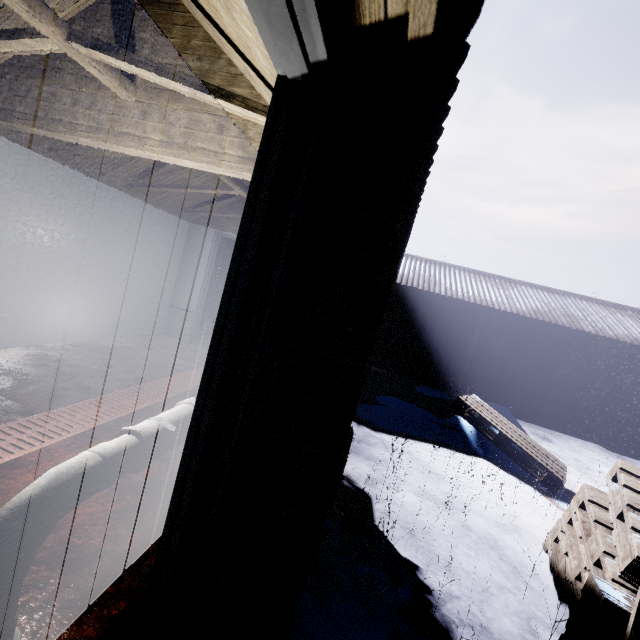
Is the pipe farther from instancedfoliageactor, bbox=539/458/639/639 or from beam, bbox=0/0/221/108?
beam, bbox=0/0/221/108

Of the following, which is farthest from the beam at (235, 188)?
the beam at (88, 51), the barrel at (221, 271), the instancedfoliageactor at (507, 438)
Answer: the instancedfoliageactor at (507, 438)

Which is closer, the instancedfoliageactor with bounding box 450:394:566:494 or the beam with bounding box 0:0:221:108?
Result: the beam with bounding box 0:0:221:108

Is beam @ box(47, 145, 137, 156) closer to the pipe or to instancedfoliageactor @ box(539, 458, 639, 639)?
the pipe

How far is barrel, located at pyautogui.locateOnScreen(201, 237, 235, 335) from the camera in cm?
A: 644

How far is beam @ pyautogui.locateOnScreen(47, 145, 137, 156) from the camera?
3.0 meters

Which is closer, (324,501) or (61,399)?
(324,501)
